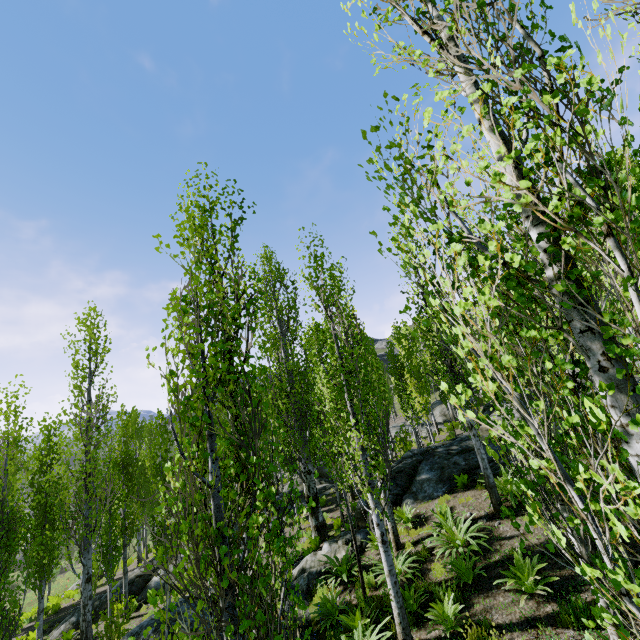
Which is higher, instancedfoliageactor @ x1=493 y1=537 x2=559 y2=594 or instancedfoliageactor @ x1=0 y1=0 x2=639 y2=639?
instancedfoliageactor @ x1=0 y1=0 x2=639 y2=639

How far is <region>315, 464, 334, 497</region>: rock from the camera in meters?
22.6

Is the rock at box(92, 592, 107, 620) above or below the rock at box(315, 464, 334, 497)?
below

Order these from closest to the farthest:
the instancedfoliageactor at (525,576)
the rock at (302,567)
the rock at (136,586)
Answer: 1. the instancedfoliageactor at (525,576)
2. the rock at (302,567)
3. the rock at (136,586)

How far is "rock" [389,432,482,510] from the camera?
12.3m

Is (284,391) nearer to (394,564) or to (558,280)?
(394,564)

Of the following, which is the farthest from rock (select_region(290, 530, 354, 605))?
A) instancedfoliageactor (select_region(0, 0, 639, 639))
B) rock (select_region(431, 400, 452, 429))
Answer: rock (select_region(431, 400, 452, 429))

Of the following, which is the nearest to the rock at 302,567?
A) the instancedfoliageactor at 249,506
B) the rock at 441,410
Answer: the instancedfoliageactor at 249,506
